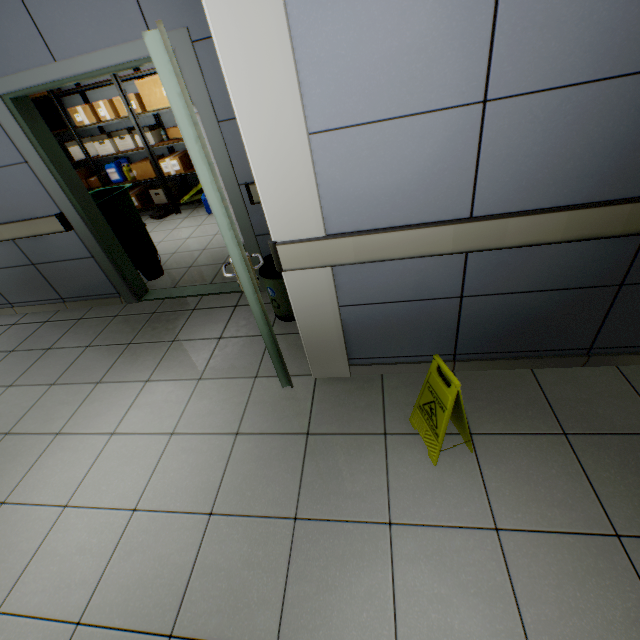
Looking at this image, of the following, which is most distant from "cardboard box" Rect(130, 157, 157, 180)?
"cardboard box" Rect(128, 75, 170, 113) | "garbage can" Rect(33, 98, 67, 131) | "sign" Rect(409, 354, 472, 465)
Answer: "sign" Rect(409, 354, 472, 465)

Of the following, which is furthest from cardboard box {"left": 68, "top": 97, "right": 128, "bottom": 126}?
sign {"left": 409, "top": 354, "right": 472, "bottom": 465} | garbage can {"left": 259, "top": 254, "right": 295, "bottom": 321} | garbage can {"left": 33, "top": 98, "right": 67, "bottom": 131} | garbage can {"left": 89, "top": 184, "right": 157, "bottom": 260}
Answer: sign {"left": 409, "top": 354, "right": 472, "bottom": 465}

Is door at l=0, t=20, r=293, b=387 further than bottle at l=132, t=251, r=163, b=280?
No

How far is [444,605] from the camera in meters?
1.4 m

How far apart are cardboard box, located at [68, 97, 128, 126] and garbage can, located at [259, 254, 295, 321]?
4.8 meters

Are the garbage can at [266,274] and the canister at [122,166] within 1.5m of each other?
no

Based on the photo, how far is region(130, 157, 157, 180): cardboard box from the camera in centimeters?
583cm

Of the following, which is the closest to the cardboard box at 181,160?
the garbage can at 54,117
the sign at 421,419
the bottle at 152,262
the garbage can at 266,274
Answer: the garbage can at 54,117
